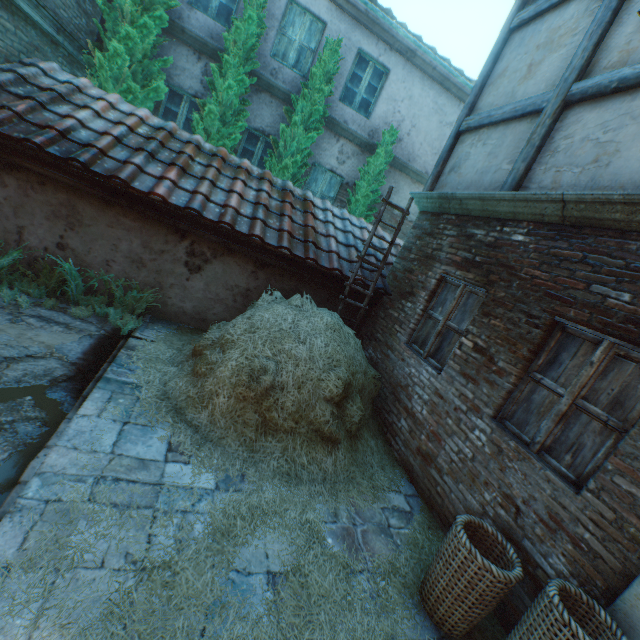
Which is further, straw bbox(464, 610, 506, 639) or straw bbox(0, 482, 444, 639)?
straw bbox(464, 610, 506, 639)

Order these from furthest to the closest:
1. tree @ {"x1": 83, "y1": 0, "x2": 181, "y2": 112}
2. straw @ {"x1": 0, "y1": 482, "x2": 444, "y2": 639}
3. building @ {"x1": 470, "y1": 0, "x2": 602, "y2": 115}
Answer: tree @ {"x1": 83, "y1": 0, "x2": 181, "y2": 112} < building @ {"x1": 470, "y1": 0, "x2": 602, "y2": 115} < straw @ {"x1": 0, "y1": 482, "x2": 444, "y2": 639}

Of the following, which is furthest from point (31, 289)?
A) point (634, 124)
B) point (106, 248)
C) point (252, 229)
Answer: point (634, 124)

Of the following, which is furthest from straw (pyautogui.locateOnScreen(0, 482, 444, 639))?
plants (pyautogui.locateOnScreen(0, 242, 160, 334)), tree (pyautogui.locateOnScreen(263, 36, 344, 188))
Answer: tree (pyautogui.locateOnScreen(263, 36, 344, 188))

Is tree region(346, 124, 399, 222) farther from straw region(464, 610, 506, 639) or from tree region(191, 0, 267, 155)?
straw region(464, 610, 506, 639)

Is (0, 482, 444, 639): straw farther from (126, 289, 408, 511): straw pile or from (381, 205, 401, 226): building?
(381, 205, 401, 226): building

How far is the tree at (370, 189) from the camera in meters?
8.7 m

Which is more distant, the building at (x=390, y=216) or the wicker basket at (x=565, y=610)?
the building at (x=390, y=216)
